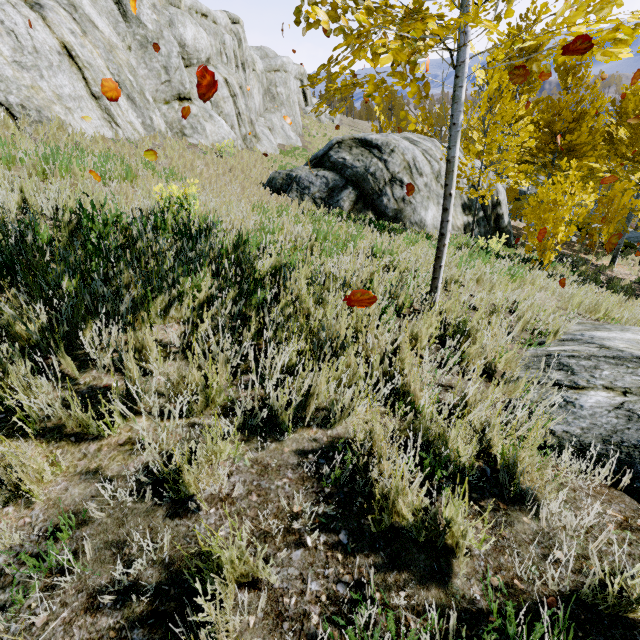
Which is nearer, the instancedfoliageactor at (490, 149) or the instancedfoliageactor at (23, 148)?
the instancedfoliageactor at (490, 149)

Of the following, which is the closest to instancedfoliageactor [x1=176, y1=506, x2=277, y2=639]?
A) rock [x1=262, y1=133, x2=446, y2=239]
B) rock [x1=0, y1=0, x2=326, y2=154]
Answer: rock [x1=0, y1=0, x2=326, y2=154]

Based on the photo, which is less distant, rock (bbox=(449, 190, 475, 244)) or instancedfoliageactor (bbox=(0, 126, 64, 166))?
instancedfoliageactor (bbox=(0, 126, 64, 166))

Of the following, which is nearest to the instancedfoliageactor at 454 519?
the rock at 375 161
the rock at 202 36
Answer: the rock at 202 36

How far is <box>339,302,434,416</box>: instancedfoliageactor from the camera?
2.3 meters

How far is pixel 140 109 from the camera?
11.1m
